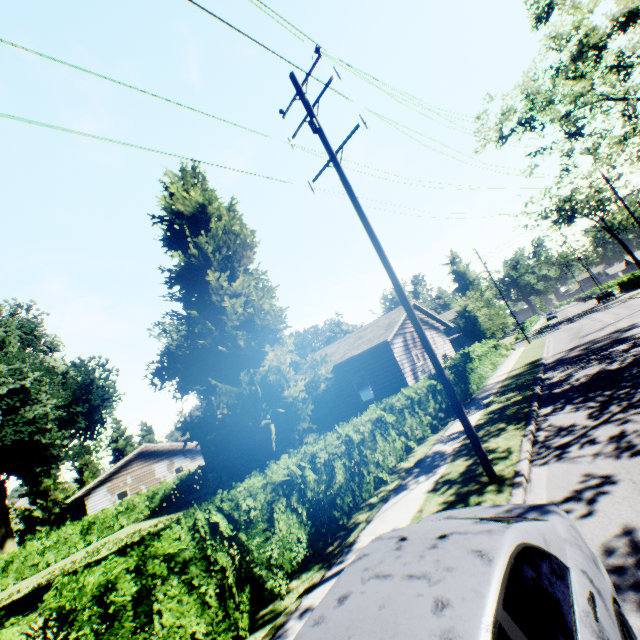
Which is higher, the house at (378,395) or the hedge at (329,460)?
the house at (378,395)

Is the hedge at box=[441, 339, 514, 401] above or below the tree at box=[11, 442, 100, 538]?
below

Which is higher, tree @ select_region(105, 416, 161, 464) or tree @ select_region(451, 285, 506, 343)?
tree @ select_region(105, 416, 161, 464)

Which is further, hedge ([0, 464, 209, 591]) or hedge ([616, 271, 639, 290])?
hedge ([616, 271, 639, 290])

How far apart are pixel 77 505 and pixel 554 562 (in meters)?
43.41

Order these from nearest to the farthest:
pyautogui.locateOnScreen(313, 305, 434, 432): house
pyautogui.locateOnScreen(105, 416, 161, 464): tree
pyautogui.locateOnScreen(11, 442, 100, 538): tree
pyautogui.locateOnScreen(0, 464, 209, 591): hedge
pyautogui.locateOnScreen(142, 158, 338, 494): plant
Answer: pyautogui.locateOnScreen(142, 158, 338, 494): plant < pyautogui.locateOnScreen(313, 305, 434, 432): house < pyautogui.locateOnScreen(0, 464, 209, 591): hedge < pyautogui.locateOnScreen(11, 442, 100, 538): tree < pyautogui.locateOnScreen(105, 416, 161, 464): tree

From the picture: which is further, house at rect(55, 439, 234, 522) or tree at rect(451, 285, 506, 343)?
tree at rect(451, 285, 506, 343)

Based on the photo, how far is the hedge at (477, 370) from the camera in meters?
17.1
